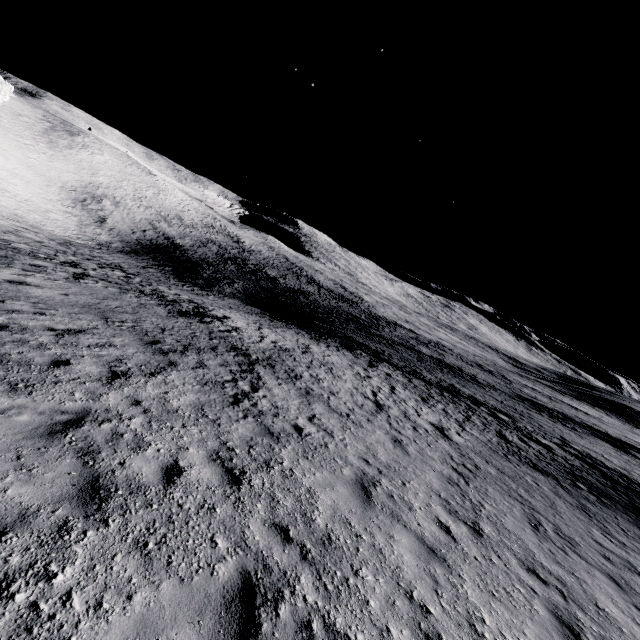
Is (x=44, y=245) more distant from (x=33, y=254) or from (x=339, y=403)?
(x=339, y=403)
